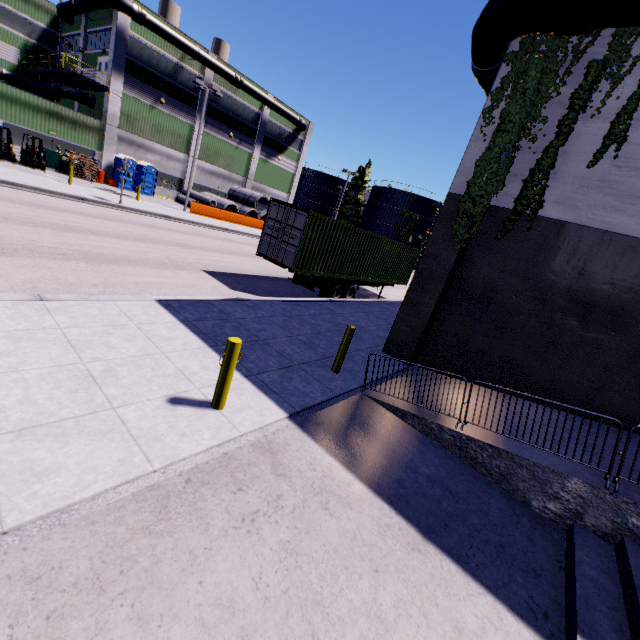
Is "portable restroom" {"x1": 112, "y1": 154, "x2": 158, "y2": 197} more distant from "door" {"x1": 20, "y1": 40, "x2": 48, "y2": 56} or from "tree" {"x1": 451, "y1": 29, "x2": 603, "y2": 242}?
"tree" {"x1": 451, "y1": 29, "x2": 603, "y2": 242}

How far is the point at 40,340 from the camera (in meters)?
5.21

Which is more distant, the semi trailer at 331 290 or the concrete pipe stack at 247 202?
the concrete pipe stack at 247 202

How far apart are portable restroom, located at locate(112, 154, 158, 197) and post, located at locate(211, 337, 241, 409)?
27.4 meters

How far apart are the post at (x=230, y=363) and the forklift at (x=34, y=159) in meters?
27.2

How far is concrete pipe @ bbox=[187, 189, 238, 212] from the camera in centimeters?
3334cm

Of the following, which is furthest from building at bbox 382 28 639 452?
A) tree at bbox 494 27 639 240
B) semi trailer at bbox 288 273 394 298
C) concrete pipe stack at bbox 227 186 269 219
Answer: semi trailer at bbox 288 273 394 298

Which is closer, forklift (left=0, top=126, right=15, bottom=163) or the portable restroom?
forklift (left=0, top=126, right=15, bottom=163)
